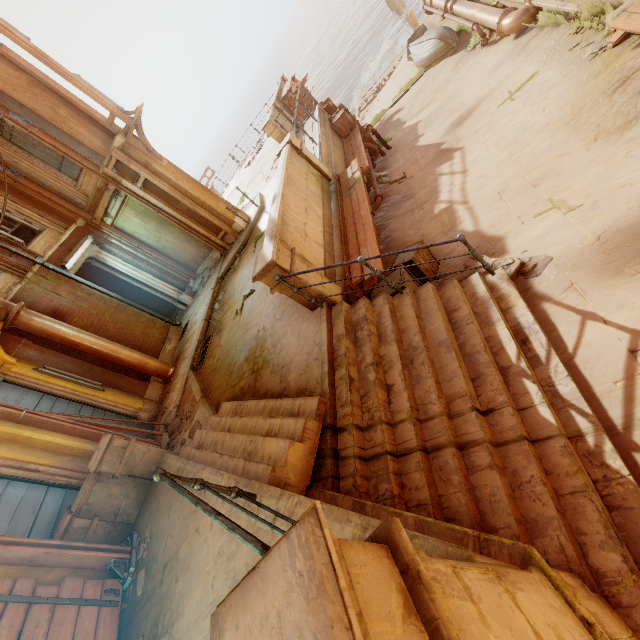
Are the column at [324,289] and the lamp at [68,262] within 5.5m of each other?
no

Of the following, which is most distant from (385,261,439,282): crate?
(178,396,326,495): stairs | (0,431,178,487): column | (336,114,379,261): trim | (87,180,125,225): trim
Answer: (87,180,125,225): trim

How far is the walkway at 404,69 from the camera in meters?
18.5

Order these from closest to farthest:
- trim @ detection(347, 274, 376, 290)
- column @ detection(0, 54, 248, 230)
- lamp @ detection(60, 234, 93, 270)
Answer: trim @ detection(347, 274, 376, 290)
column @ detection(0, 54, 248, 230)
lamp @ detection(60, 234, 93, 270)

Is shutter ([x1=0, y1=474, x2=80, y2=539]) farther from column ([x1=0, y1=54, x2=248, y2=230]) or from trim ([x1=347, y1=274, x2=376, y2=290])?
column ([x1=0, y1=54, x2=248, y2=230])

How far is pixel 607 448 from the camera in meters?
3.0

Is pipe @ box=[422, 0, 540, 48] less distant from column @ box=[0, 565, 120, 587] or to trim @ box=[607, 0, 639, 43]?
trim @ box=[607, 0, 639, 43]

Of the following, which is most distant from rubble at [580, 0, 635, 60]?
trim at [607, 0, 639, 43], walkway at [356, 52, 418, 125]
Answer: walkway at [356, 52, 418, 125]
